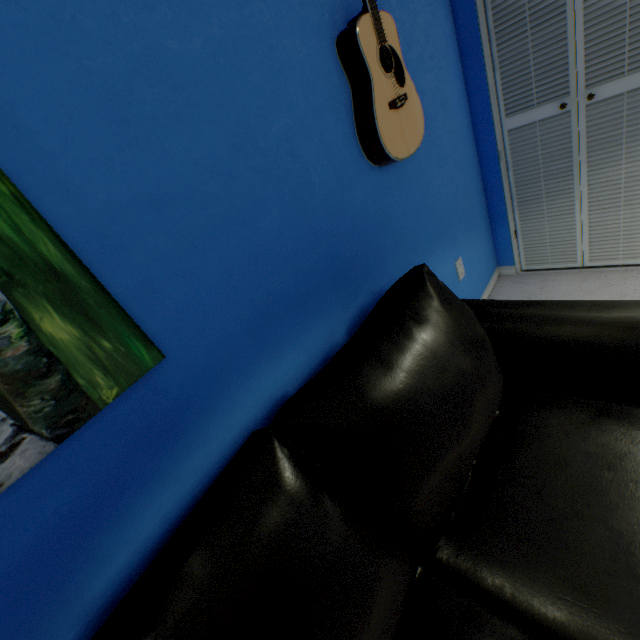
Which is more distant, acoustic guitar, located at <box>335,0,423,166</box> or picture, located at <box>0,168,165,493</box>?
acoustic guitar, located at <box>335,0,423,166</box>

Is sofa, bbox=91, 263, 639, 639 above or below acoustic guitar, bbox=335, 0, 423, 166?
below

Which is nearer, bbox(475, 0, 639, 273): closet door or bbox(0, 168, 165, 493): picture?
bbox(0, 168, 165, 493): picture

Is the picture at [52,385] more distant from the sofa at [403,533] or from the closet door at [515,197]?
the closet door at [515,197]

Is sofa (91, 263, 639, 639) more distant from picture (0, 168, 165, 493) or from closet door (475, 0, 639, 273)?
closet door (475, 0, 639, 273)

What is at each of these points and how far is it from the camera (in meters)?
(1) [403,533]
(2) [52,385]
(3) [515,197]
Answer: (1) sofa, 0.82
(2) picture, 0.60
(3) closet door, 2.11

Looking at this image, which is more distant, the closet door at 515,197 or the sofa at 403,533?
the closet door at 515,197

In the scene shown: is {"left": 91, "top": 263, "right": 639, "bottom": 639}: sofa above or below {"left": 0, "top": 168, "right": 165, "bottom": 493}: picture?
below
